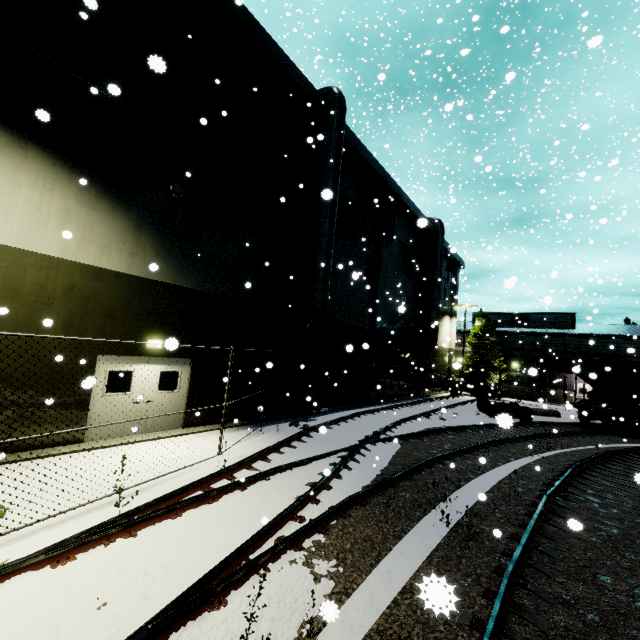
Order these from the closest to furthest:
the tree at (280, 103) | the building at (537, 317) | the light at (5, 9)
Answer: the light at (5, 9) < the tree at (280, 103) < the building at (537, 317)

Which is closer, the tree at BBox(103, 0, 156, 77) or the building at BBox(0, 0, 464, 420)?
the building at BBox(0, 0, 464, 420)

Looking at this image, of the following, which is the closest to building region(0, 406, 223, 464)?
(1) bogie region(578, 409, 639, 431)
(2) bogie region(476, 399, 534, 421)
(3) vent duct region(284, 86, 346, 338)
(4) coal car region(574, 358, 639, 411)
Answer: (3) vent duct region(284, 86, 346, 338)

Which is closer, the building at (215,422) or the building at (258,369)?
the building at (215,422)

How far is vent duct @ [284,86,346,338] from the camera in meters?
14.6 m

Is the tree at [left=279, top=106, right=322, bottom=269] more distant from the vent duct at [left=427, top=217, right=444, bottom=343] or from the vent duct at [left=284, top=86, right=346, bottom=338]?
the vent duct at [left=284, top=86, right=346, bottom=338]

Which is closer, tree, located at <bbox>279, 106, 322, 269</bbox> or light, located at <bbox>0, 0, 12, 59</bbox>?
light, located at <bbox>0, 0, 12, 59</bbox>

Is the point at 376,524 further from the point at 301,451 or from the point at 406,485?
the point at 301,451
